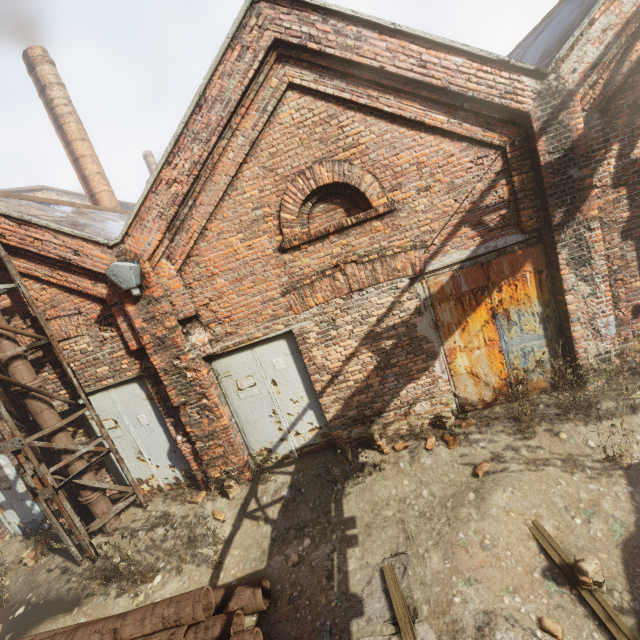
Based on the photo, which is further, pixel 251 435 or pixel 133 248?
pixel 251 435

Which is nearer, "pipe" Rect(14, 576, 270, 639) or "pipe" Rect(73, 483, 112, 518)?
"pipe" Rect(14, 576, 270, 639)

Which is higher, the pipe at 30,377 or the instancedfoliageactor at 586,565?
the pipe at 30,377

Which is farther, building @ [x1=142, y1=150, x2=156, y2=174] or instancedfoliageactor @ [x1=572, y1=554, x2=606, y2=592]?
building @ [x1=142, y1=150, x2=156, y2=174]

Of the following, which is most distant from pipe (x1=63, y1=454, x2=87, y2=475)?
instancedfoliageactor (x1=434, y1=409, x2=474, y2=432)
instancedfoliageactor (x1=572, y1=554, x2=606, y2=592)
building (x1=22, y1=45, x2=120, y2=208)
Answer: building (x1=22, y1=45, x2=120, y2=208)

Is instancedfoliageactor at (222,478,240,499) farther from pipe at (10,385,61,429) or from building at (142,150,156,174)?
building at (142,150,156,174)

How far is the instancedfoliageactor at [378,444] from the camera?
5.62m

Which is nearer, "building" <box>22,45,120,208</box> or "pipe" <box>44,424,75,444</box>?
"pipe" <box>44,424,75,444</box>
